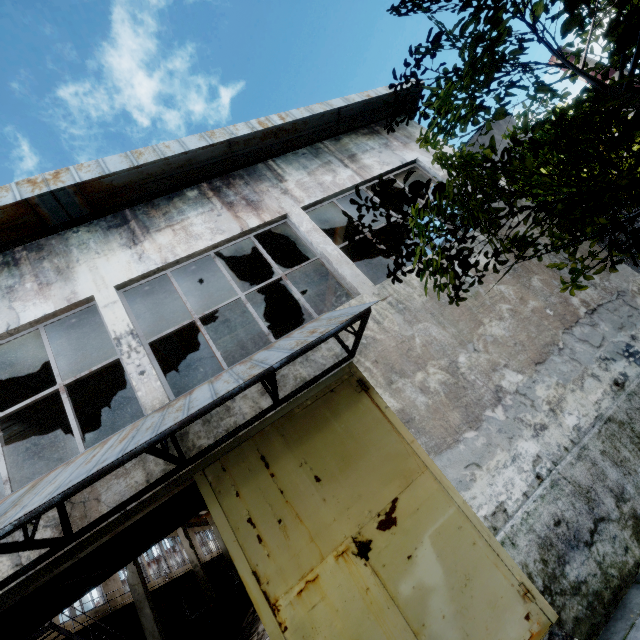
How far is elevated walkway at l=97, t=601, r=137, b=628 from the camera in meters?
11.8 m

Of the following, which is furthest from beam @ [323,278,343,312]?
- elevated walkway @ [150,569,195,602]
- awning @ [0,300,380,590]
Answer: awning @ [0,300,380,590]

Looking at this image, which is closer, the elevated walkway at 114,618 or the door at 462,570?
the door at 462,570

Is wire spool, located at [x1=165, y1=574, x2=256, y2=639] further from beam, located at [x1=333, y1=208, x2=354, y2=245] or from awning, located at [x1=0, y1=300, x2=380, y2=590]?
awning, located at [x1=0, y1=300, x2=380, y2=590]

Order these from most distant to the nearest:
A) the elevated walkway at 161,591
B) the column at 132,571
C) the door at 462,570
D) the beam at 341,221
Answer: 1. the elevated walkway at 161,591
2. the column at 132,571
3. the beam at 341,221
4. the door at 462,570

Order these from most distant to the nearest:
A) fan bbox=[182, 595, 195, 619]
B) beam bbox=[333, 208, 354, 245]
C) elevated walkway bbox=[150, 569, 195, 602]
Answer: fan bbox=[182, 595, 195, 619], elevated walkway bbox=[150, 569, 195, 602], beam bbox=[333, 208, 354, 245]

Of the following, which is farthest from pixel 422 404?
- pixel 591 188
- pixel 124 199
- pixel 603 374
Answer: pixel 124 199

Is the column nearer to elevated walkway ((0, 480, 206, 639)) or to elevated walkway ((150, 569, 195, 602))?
elevated walkway ((150, 569, 195, 602))
